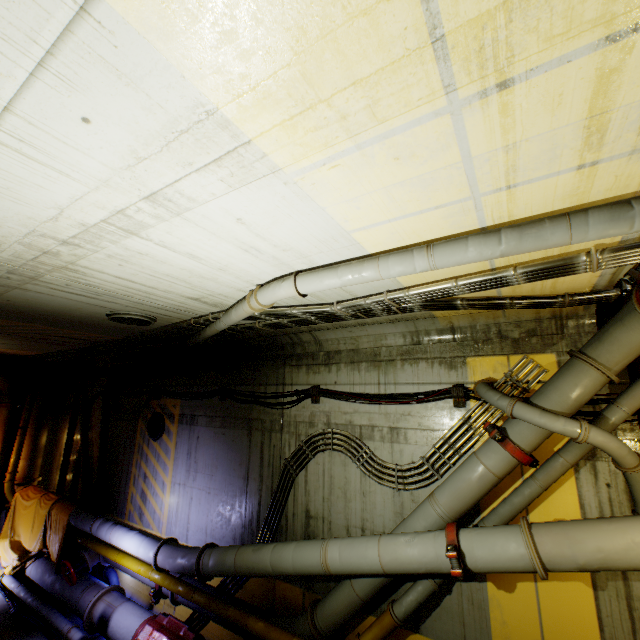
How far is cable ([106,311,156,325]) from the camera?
5.7m

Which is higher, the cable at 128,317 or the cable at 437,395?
the cable at 128,317

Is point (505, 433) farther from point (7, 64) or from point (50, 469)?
point (50, 469)

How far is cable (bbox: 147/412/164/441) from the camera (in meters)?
9.80

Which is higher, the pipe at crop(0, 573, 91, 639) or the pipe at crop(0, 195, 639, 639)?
the pipe at crop(0, 195, 639, 639)

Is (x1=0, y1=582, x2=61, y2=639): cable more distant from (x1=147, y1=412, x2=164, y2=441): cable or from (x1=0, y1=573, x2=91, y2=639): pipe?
(x1=147, y1=412, x2=164, y2=441): cable

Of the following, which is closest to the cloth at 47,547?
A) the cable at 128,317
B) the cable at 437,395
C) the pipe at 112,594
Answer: the pipe at 112,594
